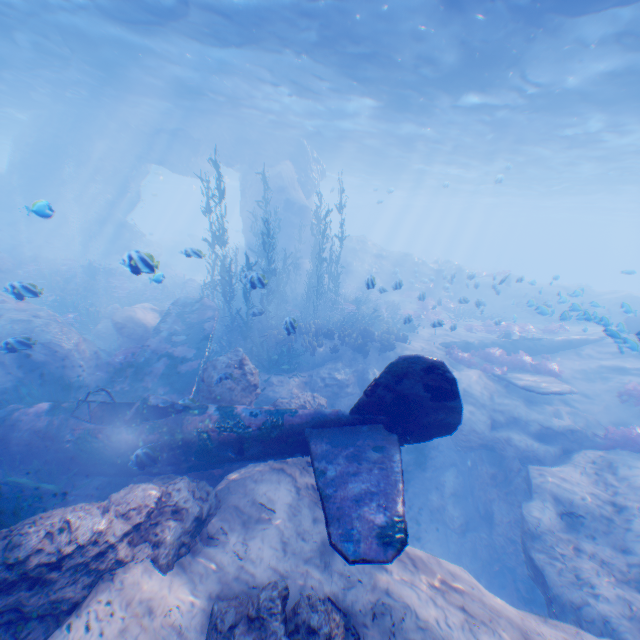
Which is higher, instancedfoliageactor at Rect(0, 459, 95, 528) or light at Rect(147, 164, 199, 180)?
light at Rect(147, 164, 199, 180)

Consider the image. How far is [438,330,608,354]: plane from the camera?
16.7m

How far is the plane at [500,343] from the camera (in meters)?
16.73

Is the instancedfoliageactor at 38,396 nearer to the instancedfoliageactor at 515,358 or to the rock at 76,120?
the rock at 76,120

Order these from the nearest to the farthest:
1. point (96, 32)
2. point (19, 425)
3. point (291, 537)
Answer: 1. point (291, 537)
2. point (19, 425)
3. point (96, 32)

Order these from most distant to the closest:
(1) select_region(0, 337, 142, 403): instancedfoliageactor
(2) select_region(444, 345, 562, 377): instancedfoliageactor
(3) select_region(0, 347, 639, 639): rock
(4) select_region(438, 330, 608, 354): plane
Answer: (4) select_region(438, 330, 608, 354): plane → (2) select_region(444, 345, 562, 377): instancedfoliageactor → (1) select_region(0, 337, 142, 403): instancedfoliageactor → (3) select_region(0, 347, 639, 639): rock

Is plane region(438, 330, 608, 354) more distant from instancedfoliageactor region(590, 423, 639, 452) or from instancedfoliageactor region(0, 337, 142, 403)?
instancedfoliageactor region(590, 423, 639, 452)

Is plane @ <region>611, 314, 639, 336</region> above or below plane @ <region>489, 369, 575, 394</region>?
above
